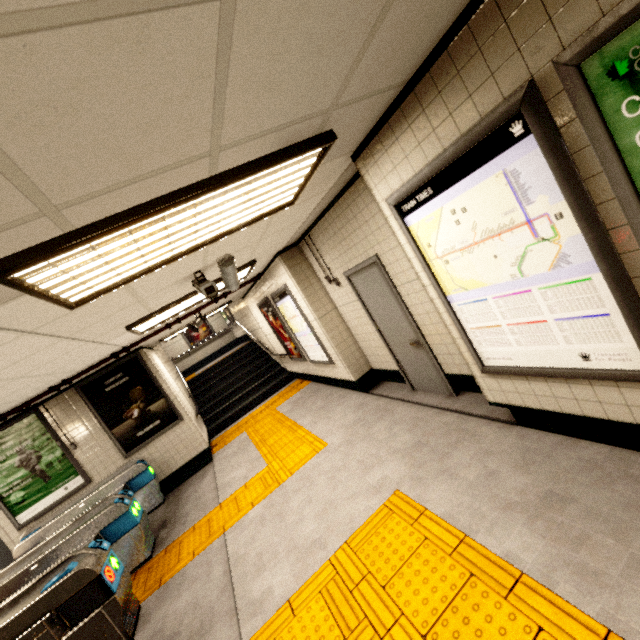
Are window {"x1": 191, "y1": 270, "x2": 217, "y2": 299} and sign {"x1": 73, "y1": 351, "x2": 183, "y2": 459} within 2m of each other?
no

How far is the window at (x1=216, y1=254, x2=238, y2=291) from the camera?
3.5m

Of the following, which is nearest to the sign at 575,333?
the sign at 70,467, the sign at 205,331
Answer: the sign at 70,467

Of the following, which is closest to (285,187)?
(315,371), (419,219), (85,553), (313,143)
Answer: (313,143)

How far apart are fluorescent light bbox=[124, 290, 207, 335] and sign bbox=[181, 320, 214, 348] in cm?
1025

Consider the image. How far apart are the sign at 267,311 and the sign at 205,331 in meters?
7.6 m

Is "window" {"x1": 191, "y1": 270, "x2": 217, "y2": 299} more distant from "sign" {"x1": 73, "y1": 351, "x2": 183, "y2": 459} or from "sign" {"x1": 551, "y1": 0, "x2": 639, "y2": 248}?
"sign" {"x1": 73, "y1": 351, "x2": 183, "y2": 459}

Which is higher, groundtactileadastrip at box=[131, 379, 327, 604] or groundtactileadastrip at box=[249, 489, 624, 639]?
groundtactileadastrip at box=[131, 379, 327, 604]
